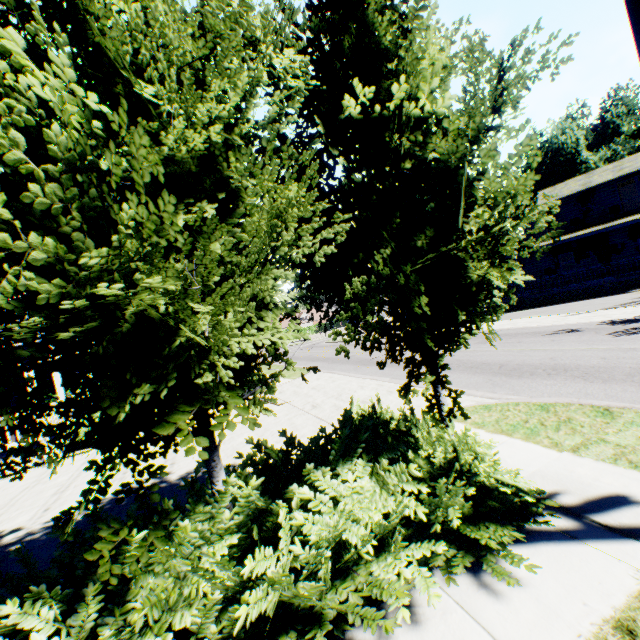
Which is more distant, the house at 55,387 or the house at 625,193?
the house at 625,193

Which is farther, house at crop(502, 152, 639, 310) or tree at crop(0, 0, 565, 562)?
house at crop(502, 152, 639, 310)

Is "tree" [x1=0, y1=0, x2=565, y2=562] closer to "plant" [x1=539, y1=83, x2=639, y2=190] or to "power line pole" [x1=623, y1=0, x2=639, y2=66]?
"power line pole" [x1=623, y1=0, x2=639, y2=66]

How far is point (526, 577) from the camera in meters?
2.9

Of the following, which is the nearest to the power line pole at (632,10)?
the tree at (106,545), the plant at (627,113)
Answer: the tree at (106,545)

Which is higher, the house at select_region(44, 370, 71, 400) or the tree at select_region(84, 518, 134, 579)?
the house at select_region(44, 370, 71, 400)

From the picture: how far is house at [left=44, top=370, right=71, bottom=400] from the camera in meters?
13.7

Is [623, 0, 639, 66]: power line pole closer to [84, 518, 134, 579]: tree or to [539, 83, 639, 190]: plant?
[84, 518, 134, 579]: tree
